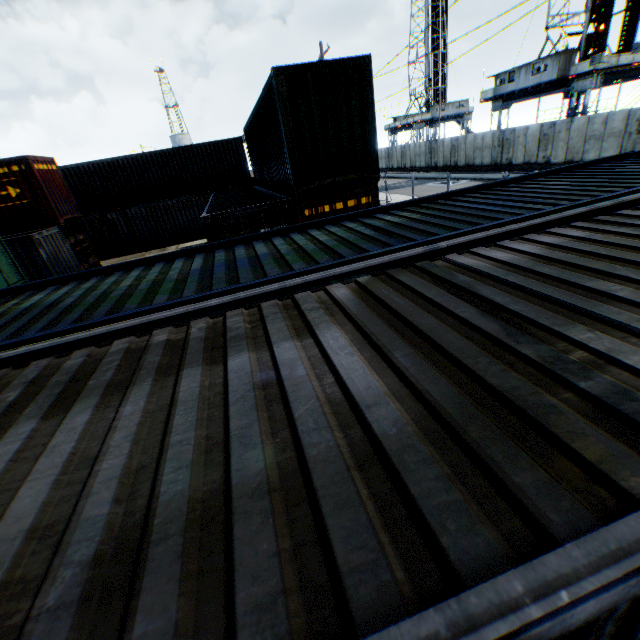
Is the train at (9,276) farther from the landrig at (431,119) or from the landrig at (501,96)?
the landrig at (431,119)

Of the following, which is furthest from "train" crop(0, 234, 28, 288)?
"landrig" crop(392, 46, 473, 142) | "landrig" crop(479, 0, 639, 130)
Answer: "landrig" crop(392, 46, 473, 142)

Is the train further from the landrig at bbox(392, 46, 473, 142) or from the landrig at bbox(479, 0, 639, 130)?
the landrig at bbox(392, 46, 473, 142)

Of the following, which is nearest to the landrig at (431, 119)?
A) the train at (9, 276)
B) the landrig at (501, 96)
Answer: the landrig at (501, 96)

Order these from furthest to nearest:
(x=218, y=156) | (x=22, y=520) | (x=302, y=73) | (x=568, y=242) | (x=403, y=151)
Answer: (x=403, y=151) → (x=218, y=156) → (x=302, y=73) → (x=568, y=242) → (x=22, y=520)

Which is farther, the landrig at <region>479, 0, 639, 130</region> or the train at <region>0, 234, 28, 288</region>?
the landrig at <region>479, 0, 639, 130</region>
